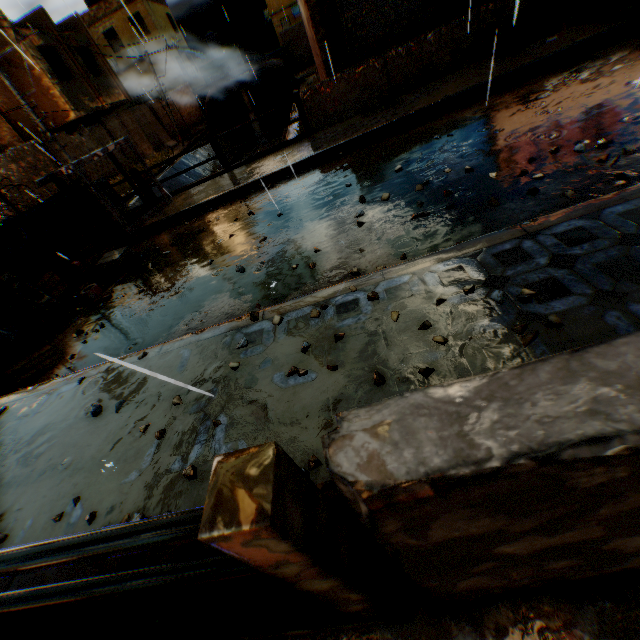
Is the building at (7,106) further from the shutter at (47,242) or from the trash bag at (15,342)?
the trash bag at (15,342)

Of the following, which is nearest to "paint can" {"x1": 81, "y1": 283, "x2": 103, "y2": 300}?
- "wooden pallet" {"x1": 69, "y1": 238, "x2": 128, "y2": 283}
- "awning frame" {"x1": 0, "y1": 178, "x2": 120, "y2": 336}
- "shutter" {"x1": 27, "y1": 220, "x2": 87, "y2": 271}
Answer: "awning frame" {"x1": 0, "y1": 178, "x2": 120, "y2": 336}

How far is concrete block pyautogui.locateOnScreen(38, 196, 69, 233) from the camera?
7.53m

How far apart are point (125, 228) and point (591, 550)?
8.48m

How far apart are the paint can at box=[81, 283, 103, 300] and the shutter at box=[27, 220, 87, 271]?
1.96m

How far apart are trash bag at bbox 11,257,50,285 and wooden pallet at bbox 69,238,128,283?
0.0m

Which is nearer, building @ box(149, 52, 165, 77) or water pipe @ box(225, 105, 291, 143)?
building @ box(149, 52, 165, 77)

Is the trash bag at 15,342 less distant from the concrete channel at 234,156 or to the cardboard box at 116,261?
the cardboard box at 116,261
